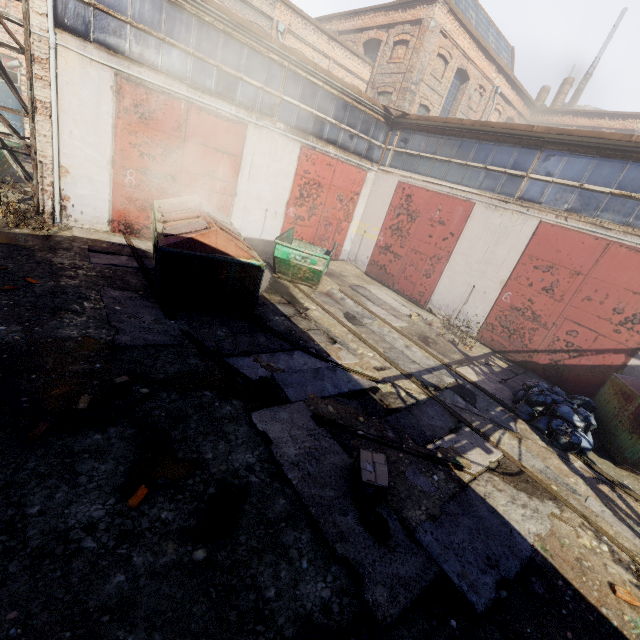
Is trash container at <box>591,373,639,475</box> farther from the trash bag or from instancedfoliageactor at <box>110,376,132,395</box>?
instancedfoliageactor at <box>110,376,132,395</box>

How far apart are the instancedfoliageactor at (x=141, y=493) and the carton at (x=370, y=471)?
2.36m

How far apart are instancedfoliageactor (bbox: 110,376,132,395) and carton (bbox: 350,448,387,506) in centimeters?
333cm

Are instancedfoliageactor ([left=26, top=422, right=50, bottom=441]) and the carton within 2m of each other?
no

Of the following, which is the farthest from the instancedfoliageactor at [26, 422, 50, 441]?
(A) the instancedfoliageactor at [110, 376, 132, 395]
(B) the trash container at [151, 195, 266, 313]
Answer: (B) the trash container at [151, 195, 266, 313]

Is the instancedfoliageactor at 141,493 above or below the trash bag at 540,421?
below

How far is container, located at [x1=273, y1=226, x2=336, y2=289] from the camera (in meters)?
9.76

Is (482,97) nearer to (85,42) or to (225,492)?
Result: (85,42)
